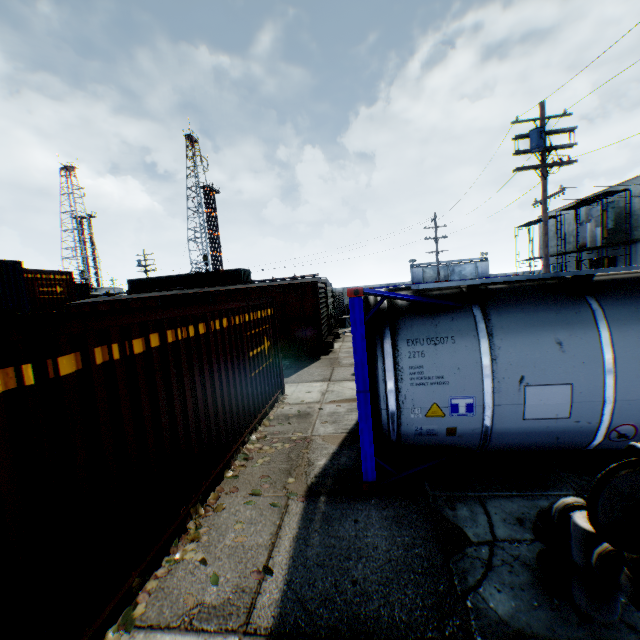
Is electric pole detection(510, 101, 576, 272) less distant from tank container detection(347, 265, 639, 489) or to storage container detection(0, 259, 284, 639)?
tank container detection(347, 265, 639, 489)

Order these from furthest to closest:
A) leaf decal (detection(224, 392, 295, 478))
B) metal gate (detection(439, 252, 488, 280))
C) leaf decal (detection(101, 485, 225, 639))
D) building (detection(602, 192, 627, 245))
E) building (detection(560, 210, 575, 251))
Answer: metal gate (detection(439, 252, 488, 280)) < building (detection(560, 210, 575, 251)) < building (detection(602, 192, 627, 245)) < leaf decal (detection(224, 392, 295, 478)) < leaf decal (detection(101, 485, 225, 639))

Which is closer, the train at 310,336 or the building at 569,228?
the train at 310,336

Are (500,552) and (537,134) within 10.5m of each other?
no

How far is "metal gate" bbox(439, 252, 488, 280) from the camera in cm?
4931

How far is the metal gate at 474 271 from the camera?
49.3 meters

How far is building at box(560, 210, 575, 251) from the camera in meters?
33.5

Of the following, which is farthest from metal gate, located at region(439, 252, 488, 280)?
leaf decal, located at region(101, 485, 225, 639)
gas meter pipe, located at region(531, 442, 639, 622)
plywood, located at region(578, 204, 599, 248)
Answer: gas meter pipe, located at region(531, 442, 639, 622)
